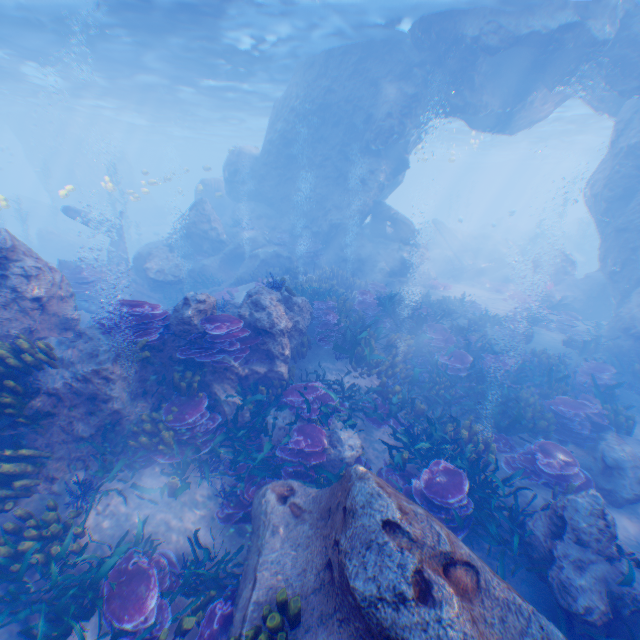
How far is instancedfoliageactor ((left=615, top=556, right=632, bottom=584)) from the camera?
4.89m

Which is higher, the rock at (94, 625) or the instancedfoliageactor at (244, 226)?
the instancedfoliageactor at (244, 226)

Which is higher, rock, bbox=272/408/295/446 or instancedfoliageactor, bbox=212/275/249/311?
instancedfoliageactor, bbox=212/275/249/311

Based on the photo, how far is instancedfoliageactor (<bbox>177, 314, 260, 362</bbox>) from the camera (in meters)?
7.12

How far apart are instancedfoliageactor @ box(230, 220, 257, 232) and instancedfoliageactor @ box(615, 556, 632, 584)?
20.51m

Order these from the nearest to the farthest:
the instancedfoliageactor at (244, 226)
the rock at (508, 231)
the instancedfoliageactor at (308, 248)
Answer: the instancedfoliageactor at (308, 248) → the instancedfoliageactor at (244, 226) → the rock at (508, 231)

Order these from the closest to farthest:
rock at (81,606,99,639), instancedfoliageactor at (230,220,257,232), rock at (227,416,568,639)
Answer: rock at (227,416,568,639)
rock at (81,606,99,639)
instancedfoliageactor at (230,220,257,232)

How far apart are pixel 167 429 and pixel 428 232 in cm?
3168
